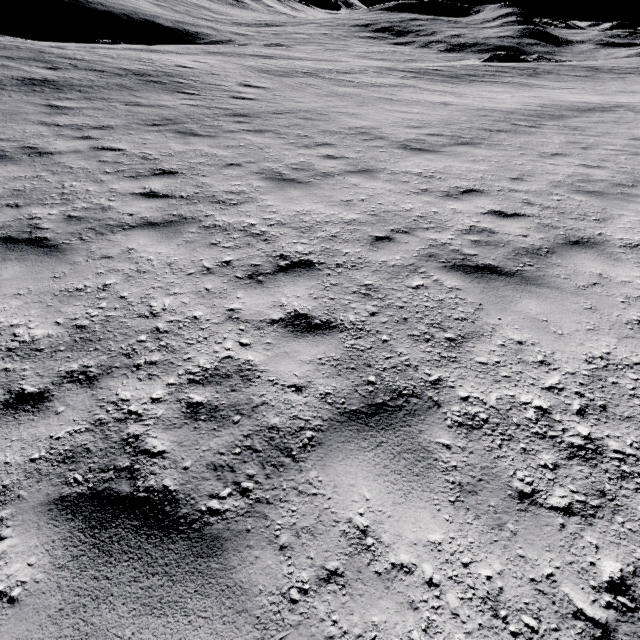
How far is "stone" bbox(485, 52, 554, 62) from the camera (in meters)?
58.22

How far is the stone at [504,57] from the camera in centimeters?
5822cm

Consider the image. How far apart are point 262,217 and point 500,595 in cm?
481
